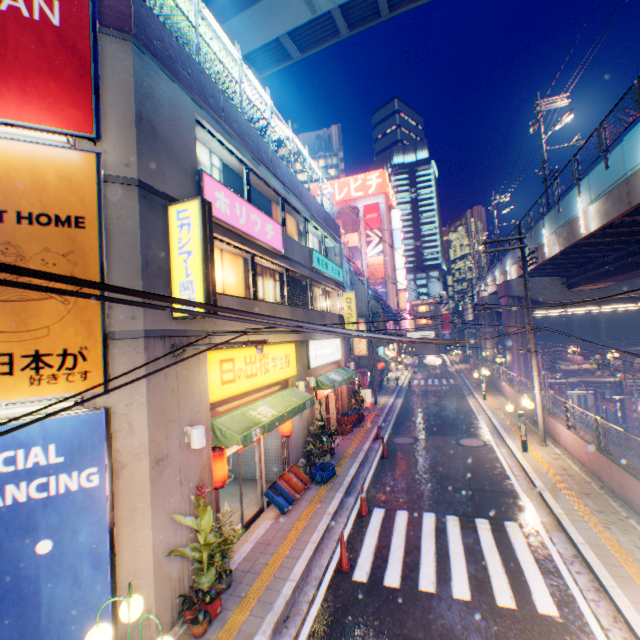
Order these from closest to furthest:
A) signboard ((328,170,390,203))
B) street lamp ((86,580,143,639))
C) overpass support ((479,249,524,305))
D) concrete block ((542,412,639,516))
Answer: street lamp ((86,580,143,639)) < concrete block ((542,412,639,516)) < overpass support ((479,249,524,305)) < signboard ((328,170,390,203))

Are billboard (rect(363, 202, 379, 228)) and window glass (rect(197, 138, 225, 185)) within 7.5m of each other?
no

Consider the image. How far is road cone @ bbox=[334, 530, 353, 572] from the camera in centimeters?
772cm

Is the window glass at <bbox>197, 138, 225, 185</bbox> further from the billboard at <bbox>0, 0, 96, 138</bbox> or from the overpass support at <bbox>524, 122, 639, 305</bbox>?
the overpass support at <bbox>524, 122, 639, 305</bbox>

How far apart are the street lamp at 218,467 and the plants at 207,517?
0.49m

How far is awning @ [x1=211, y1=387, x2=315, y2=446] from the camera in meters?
7.8

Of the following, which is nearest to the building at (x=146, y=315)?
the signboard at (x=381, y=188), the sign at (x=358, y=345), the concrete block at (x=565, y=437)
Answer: the sign at (x=358, y=345)

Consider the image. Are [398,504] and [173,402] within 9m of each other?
yes
